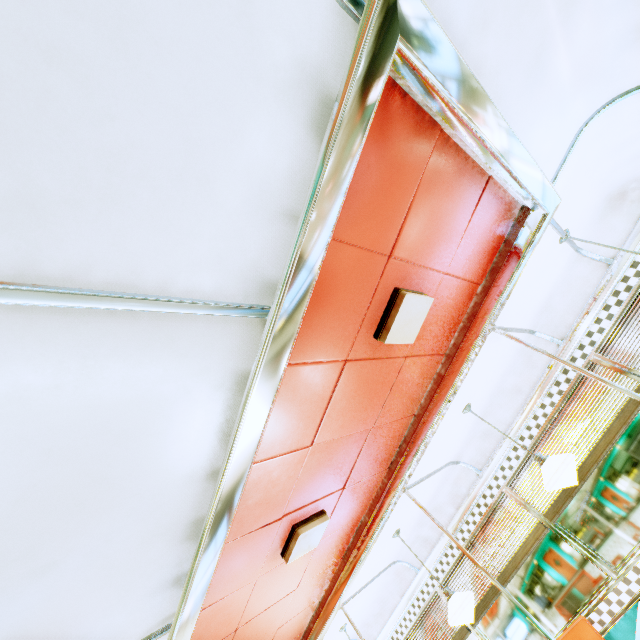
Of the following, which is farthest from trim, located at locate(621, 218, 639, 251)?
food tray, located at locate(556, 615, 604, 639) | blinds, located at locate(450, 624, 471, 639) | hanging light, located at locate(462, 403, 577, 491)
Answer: food tray, located at locate(556, 615, 604, 639)

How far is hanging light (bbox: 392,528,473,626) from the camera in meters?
3.4 m

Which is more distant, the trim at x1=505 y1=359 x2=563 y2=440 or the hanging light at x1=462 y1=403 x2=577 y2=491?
the trim at x1=505 y1=359 x2=563 y2=440

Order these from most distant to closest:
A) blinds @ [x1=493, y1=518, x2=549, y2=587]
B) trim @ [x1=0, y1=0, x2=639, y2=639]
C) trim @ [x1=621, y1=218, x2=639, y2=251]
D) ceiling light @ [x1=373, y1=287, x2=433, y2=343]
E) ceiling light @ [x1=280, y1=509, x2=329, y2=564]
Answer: blinds @ [x1=493, y1=518, x2=549, y2=587], trim @ [x1=621, y1=218, x2=639, y2=251], ceiling light @ [x1=280, y1=509, x2=329, y2=564], ceiling light @ [x1=373, y1=287, x2=433, y2=343], trim @ [x1=0, y1=0, x2=639, y2=639]

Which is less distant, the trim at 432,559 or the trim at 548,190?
the trim at 548,190

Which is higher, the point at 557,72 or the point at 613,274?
the point at 557,72

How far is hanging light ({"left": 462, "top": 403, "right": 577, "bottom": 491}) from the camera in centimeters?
284cm

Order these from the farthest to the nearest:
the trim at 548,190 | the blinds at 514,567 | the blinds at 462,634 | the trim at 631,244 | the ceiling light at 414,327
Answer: the blinds at 462,634 → the blinds at 514,567 → the trim at 631,244 → the ceiling light at 414,327 → the trim at 548,190
